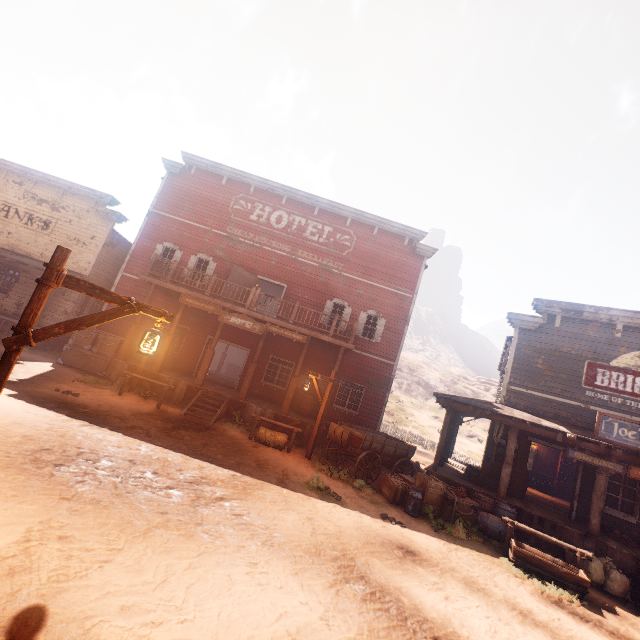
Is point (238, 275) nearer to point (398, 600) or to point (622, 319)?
point (398, 600)

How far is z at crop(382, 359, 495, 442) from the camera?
35.0m

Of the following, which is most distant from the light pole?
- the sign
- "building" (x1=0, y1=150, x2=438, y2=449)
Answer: the sign

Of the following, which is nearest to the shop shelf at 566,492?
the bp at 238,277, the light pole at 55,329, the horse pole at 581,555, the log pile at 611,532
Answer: the log pile at 611,532

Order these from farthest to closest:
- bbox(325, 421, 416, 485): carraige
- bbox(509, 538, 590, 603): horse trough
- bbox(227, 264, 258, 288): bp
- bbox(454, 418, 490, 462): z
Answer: bbox(454, 418, 490, 462): z → bbox(227, 264, 258, 288): bp → bbox(325, 421, 416, 485): carraige → bbox(509, 538, 590, 603): horse trough

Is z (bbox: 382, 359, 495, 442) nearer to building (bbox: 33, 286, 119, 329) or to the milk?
building (bbox: 33, 286, 119, 329)

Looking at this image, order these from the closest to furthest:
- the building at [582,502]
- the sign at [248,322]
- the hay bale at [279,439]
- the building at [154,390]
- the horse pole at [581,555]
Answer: the horse pole at [581,555], the building at [582,502], the hay bale at [279,439], the building at [154,390], the sign at [248,322]

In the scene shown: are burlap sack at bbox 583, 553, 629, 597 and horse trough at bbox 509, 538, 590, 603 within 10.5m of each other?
yes
